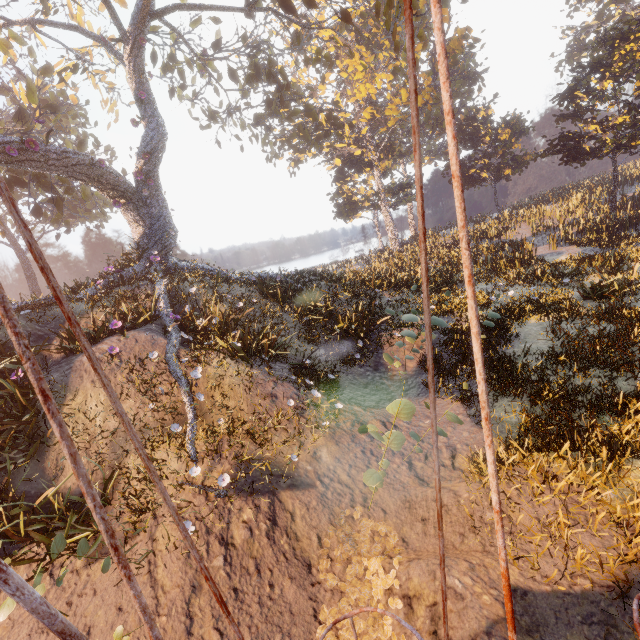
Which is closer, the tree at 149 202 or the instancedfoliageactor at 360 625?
the instancedfoliageactor at 360 625

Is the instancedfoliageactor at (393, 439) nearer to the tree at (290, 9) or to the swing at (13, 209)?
the swing at (13, 209)

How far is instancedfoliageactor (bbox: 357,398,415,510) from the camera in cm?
500

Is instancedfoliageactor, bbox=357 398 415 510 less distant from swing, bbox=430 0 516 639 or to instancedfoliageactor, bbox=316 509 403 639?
instancedfoliageactor, bbox=316 509 403 639

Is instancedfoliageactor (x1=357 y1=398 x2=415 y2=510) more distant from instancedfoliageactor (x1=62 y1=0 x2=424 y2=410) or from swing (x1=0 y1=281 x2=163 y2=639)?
instancedfoliageactor (x1=62 y1=0 x2=424 y2=410)

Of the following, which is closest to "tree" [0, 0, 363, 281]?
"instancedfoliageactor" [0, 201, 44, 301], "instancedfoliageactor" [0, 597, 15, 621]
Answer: "instancedfoliageactor" [0, 201, 44, 301]

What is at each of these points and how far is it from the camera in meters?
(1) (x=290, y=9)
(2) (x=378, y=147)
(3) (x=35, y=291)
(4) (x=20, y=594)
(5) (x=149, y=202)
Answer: (1) tree, 14.5 m
(2) instancedfoliageactor, 35.9 m
(3) instancedfoliageactor, 32.8 m
(4) swing, 1.8 m
(5) tree, 14.6 m

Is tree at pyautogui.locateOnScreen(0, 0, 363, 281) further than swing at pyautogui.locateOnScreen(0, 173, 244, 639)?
Yes
